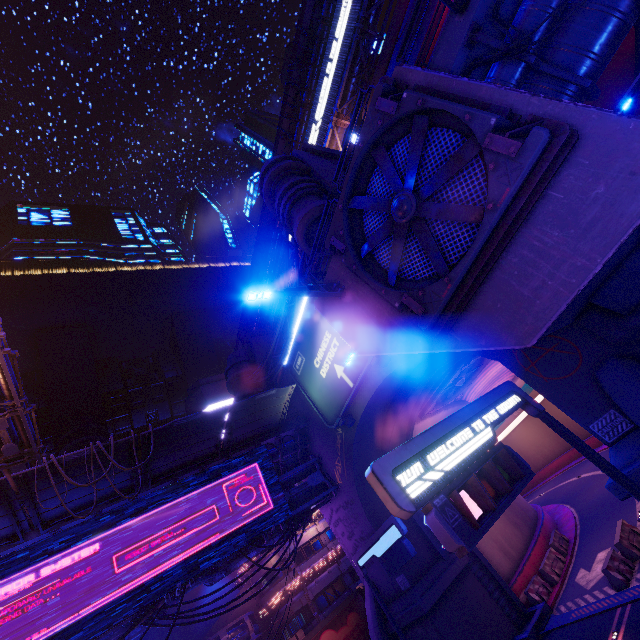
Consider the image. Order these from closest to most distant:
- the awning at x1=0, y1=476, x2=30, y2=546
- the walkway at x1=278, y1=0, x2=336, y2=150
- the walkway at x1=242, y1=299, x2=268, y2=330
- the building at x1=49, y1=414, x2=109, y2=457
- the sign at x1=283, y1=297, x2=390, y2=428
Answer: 1. the awning at x1=0, y1=476, x2=30, y2=546
2. the sign at x1=283, y1=297, x2=390, y2=428
3. the walkway at x1=278, y1=0, x2=336, y2=150
4. the building at x1=49, y1=414, x2=109, y2=457
5. the walkway at x1=242, y1=299, x2=268, y2=330

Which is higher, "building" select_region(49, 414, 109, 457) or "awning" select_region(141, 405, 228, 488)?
"building" select_region(49, 414, 109, 457)

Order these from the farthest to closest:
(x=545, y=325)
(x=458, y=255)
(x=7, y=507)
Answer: A:
1. (x=7, y=507)
2. (x=458, y=255)
3. (x=545, y=325)

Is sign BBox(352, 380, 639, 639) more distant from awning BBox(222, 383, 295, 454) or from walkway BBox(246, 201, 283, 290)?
walkway BBox(246, 201, 283, 290)

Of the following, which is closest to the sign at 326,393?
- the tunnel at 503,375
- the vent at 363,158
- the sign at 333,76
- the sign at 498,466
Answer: the tunnel at 503,375

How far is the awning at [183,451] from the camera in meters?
15.5

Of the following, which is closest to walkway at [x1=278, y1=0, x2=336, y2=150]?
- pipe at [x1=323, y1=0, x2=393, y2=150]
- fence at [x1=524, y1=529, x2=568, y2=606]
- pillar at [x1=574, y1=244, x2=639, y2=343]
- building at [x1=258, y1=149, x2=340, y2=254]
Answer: pipe at [x1=323, y1=0, x2=393, y2=150]

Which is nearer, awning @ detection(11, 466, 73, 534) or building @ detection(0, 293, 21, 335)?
awning @ detection(11, 466, 73, 534)
